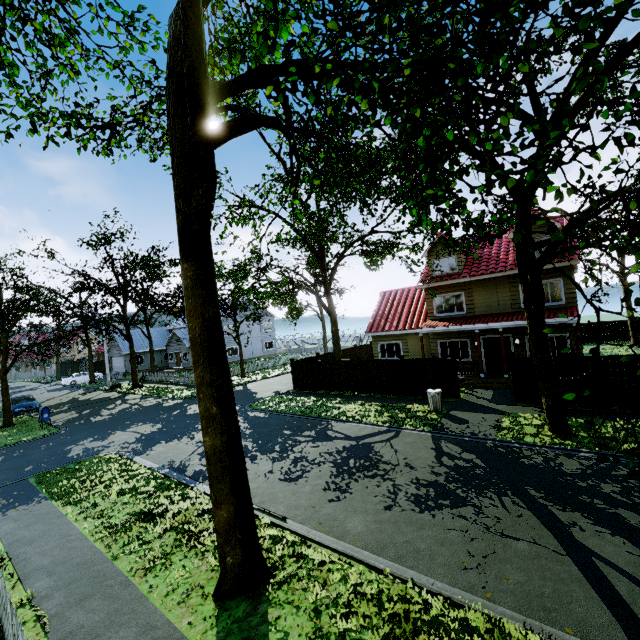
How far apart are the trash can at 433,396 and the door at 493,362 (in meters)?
6.88

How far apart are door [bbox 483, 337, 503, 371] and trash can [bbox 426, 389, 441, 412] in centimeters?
688cm

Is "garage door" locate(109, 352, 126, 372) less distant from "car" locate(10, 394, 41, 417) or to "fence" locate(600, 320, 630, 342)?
"fence" locate(600, 320, 630, 342)

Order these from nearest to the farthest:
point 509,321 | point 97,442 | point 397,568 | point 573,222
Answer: point 397,568 < point 573,222 < point 97,442 < point 509,321

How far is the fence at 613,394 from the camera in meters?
12.3

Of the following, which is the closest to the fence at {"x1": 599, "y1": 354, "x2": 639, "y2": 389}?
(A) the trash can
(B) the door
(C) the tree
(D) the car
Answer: (C) the tree

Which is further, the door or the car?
the car

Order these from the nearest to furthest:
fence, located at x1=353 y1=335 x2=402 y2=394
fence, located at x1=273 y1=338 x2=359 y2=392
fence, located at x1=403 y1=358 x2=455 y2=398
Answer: fence, located at x1=403 y1=358 x2=455 y2=398 → fence, located at x1=353 y1=335 x2=402 y2=394 → fence, located at x1=273 y1=338 x2=359 y2=392
